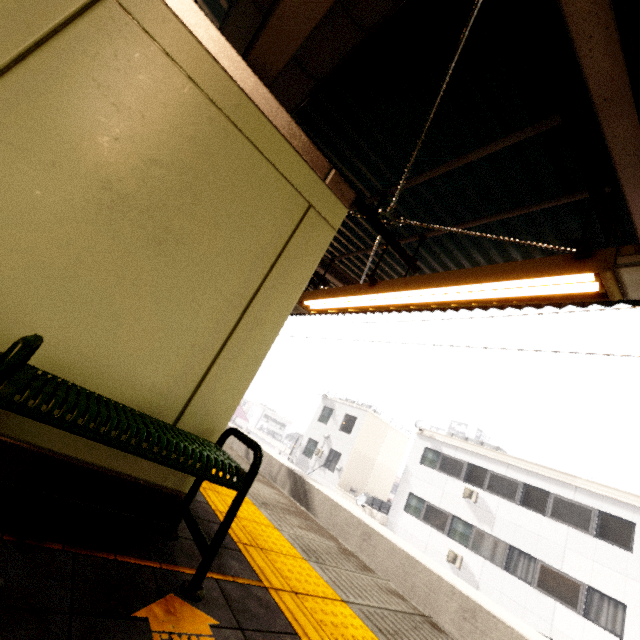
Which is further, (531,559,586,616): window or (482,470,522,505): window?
(482,470,522,505): window

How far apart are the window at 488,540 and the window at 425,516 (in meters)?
1.09

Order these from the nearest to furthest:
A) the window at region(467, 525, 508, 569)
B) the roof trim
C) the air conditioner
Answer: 1. the roof trim
2. the window at region(467, 525, 508, 569)
3. the air conditioner

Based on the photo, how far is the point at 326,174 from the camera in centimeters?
283cm

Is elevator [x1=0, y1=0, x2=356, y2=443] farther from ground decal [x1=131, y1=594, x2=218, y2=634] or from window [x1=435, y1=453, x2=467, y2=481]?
window [x1=435, y1=453, x2=467, y2=481]

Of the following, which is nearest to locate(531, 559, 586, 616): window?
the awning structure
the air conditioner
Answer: the air conditioner

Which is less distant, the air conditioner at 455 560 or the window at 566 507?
the window at 566 507

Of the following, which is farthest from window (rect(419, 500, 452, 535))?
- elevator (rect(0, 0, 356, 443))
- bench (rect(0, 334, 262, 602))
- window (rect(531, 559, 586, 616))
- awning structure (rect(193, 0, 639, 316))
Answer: bench (rect(0, 334, 262, 602))
